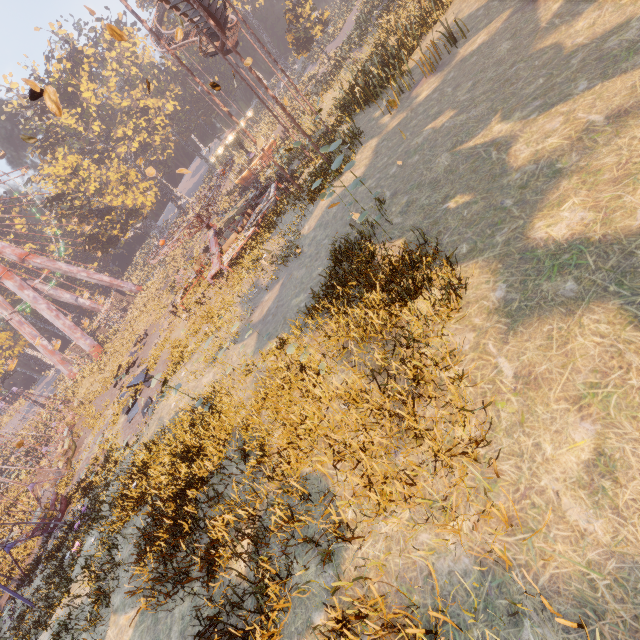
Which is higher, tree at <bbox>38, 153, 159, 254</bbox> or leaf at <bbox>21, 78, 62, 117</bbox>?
tree at <bbox>38, 153, 159, 254</bbox>

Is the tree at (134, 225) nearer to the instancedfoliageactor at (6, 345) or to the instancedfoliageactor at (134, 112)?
the instancedfoliageactor at (134, 112)

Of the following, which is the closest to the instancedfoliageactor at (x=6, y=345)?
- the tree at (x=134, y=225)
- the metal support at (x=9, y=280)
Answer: the metal support at (x=9, y=280)

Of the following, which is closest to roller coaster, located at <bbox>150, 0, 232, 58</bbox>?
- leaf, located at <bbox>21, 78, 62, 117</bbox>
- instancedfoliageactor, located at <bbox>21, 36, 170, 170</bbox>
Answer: instancedfoliageactor, located at <bbox>21, 36, 170, 170</bbox>

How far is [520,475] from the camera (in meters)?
3.58

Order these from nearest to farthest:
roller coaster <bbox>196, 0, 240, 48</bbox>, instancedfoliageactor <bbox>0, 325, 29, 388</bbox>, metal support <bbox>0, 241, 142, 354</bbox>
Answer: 1. roller coaster <bbox>196, 0, 240, 48</bbox>
2. metal support <bbox>0, 241, 142, 354</bbox>
3. instancedfoliageactor <bbox>0, 325, 29, 388</bbox>

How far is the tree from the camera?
42.7 meters

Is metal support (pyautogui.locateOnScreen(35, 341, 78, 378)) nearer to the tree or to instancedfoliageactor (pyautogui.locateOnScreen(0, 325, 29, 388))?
instancedfoliageactor (pyautogui.locateOnScreen(0, 325, 29, 388))
